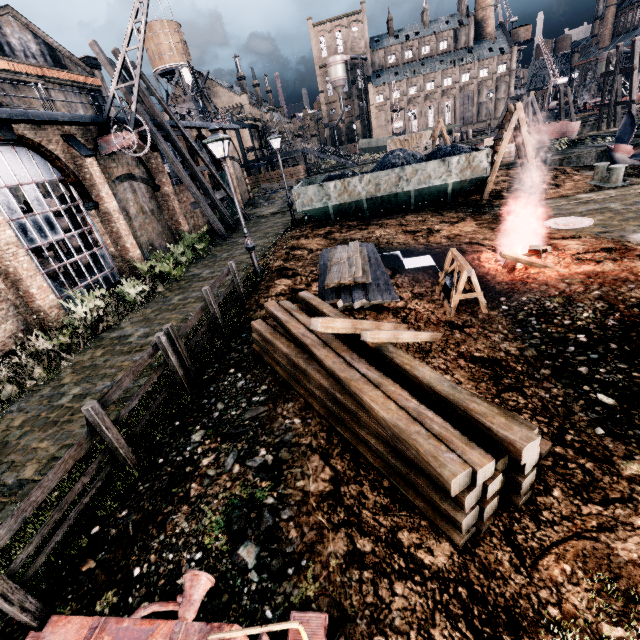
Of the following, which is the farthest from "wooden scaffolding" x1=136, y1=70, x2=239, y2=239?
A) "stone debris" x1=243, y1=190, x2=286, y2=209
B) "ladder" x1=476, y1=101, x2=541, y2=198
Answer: "ladder" x1=476, y1=101, x2=541, y2=198

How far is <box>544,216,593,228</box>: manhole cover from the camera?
12.2m

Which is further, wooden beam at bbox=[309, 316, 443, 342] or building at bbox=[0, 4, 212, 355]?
building at bbox=[0, 4, 212, 355]

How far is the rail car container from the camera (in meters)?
17.12

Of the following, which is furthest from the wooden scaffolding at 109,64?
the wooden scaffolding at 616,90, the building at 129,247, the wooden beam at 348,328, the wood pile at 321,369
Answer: the wooden scaffolding at 616,90

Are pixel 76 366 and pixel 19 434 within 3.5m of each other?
yes

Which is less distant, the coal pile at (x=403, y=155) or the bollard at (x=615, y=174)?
the bollard at (x=615, y=174)

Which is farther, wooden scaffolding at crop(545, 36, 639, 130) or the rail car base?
wooden scaffolding at crop(545, 36, 639, 130)
